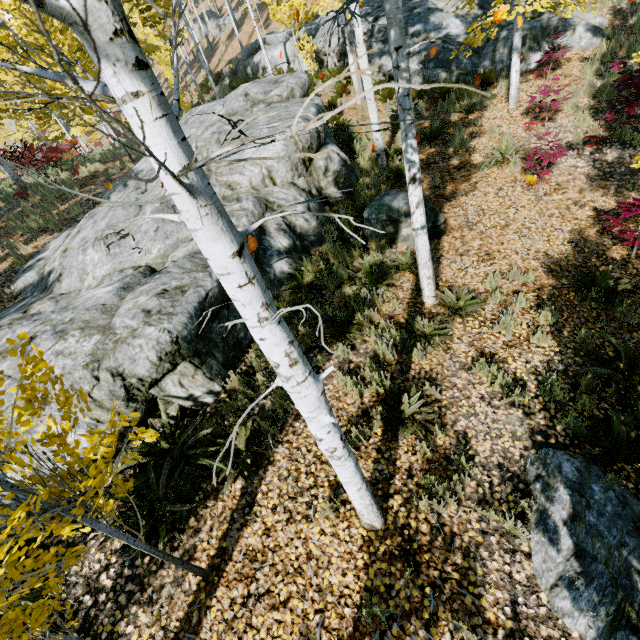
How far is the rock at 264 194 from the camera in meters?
7.2

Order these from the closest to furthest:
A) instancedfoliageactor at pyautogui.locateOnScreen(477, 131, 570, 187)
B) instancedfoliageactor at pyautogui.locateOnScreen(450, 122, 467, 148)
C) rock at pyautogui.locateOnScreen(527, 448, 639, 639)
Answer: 1. rock at pyautogui.locateOnScreen(527, 448, 639, 639)
2. instancedfoliageactor at pyautogui.locateOnScreen(477, 131, 570, 187)
3. instancedfoliageactor at pyautogui.locateOnScreen(450, 122, 467, 148)

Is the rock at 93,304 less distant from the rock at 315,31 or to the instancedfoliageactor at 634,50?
the instancedfoliageactor at 634,50

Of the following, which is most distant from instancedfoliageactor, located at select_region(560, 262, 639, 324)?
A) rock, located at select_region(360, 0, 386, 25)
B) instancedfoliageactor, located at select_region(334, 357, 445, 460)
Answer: rock, located at select_region(360, 0, 386, 25)

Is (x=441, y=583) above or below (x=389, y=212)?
below

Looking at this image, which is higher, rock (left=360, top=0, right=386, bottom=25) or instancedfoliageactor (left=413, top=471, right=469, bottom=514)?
rock (left=360, top=0, right=386, bottom=25)

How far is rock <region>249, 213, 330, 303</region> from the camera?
6.60m

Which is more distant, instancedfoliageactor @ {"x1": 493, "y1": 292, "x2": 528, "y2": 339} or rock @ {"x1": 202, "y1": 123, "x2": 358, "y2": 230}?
rock @ {"x1": 202, "y1": 123, "x2": 358, "y2": 230}
